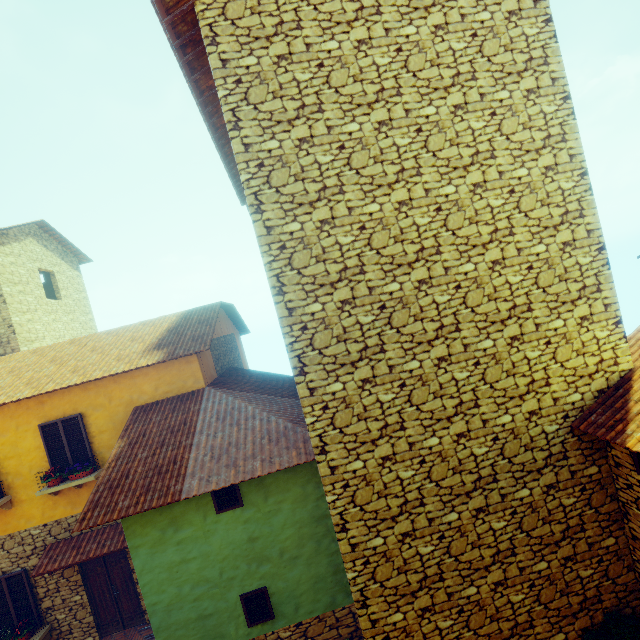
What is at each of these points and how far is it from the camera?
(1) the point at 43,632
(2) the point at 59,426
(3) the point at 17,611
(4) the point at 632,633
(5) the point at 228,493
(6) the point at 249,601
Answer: (1) window sill, 8.7m
(2) window, 8.8m
(3) window, 8.8m
(4) potted tree, 4.9m
(5) window, 6.7m
(6) window, 6.7m

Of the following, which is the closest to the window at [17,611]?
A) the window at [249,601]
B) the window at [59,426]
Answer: the window at [59,426]

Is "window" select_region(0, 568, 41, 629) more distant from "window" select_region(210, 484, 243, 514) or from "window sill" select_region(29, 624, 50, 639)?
"window" select_region(210, 484, 243, 514)

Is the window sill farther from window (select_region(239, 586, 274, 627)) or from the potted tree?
the potted tree

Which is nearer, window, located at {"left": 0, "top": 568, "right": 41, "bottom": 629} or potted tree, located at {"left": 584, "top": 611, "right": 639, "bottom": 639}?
potted tree, located at {"left": 584, "top": 611, "right": 639, "bottom": 639}

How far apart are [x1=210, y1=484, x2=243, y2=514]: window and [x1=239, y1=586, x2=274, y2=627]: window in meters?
1.8

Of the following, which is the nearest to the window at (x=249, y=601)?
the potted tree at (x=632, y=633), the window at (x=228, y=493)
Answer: the window at (x=228, y=493)

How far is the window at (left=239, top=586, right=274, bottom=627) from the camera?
6.70m
